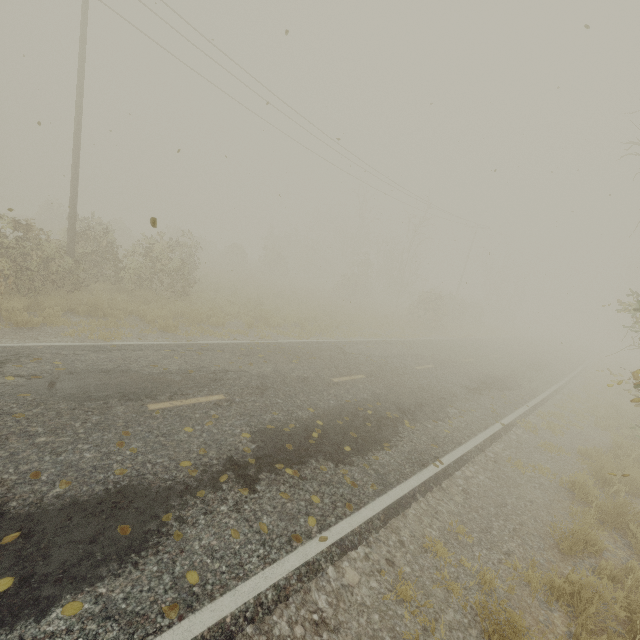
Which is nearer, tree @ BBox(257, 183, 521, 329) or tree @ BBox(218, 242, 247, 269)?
tree @ BBox(257, 183, 521, 329)

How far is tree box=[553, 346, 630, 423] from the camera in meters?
12.8 m

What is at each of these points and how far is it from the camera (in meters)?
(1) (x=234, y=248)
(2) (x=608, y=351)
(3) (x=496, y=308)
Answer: (1) tree, 36.25
(2) tree, 53.31
(3) tree, 50.19

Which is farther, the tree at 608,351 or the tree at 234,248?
the tree at 234,248

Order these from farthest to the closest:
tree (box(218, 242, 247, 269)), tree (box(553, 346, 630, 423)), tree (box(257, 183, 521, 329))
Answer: tree (box(218, 242, 247, 269)) < tree (box(257, 183, 521, 329)) < tree (box(553, 346, 630, 423))
